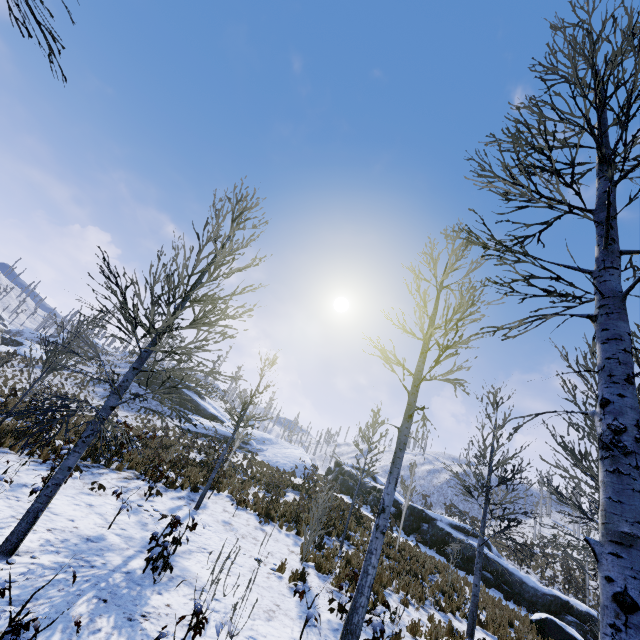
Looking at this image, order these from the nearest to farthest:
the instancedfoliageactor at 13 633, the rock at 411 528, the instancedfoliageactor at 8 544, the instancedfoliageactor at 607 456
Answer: the instancedfoliageactor at 607 456 → the instancedfoliageactor at 13 633 → the instancedfoliageactor at 8 544 → the rock at 411 528

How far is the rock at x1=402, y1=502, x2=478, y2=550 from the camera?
20.62m

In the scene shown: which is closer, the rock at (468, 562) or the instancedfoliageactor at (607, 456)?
the instancedfoliageactor at (607, 456)

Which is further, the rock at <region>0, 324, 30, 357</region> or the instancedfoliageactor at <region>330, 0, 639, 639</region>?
the rock at <region>0, 324, 30, 357</region>

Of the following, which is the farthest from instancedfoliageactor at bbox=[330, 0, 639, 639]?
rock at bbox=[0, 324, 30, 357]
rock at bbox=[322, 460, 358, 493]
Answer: rock at bbox=[0, 324, 30, 357]

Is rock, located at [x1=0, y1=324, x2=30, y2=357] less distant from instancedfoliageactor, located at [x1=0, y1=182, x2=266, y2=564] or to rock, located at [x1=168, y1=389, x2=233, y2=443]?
rock, located at [x1=168, y1=389, x2=233, y2=443]

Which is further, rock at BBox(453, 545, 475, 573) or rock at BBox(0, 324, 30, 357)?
rock at BBox(0, 324, 30, 357)

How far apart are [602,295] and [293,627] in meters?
7.3 m
